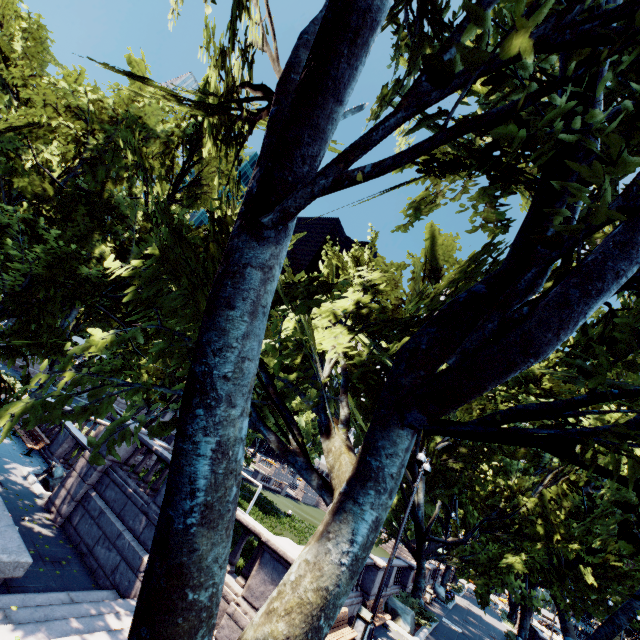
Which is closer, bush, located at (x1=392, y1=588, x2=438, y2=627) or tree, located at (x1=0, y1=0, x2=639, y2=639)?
tree, located at (x1=0, y1=0, x2=639, y2=639)

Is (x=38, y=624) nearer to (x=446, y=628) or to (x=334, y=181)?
(x=334, y=181)

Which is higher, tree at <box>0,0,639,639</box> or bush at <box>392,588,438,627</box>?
tree at <box>0,0,639,639</box>

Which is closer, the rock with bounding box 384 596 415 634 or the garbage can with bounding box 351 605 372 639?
the garbage can with bounding box 351 605 372 639

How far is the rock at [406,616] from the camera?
16.19m

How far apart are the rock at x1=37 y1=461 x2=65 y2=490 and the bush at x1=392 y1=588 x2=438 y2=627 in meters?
18.5 m

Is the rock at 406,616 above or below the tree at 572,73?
below

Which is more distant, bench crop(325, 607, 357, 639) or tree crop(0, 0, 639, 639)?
bench crop(325, 607, 357, 639)
